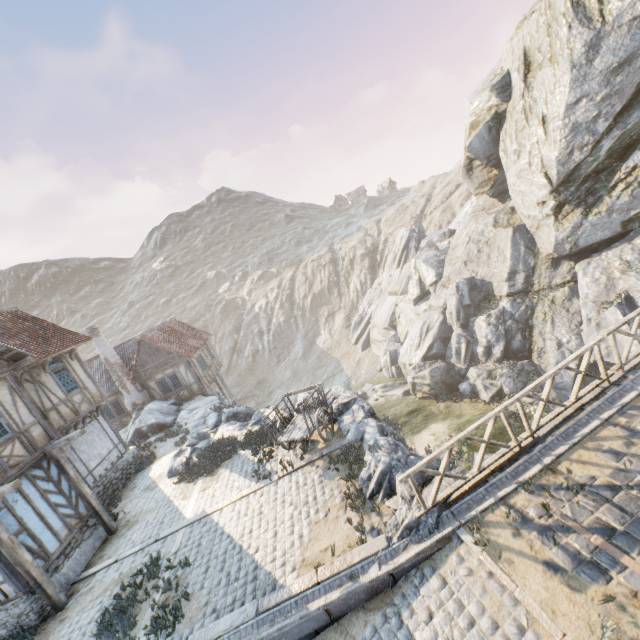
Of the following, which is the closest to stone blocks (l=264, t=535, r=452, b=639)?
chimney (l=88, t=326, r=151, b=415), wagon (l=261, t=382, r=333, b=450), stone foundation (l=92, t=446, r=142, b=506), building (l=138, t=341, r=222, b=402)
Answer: stone foundation (l=92, t=446, r=142, b=506)

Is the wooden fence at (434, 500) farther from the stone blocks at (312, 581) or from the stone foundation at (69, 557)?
the stone foundation at (69, 557)

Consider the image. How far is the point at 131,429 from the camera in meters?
20.4 m

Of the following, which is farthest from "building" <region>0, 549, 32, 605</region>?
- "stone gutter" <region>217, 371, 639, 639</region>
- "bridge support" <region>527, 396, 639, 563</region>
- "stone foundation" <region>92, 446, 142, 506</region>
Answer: "bridge support" <region>527, 396, 639, 563</region>

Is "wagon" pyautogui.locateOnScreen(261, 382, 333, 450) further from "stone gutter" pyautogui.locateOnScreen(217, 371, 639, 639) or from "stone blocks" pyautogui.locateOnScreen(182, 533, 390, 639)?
"stone blocks" pyautogui.locateOnScreen(182, 533, 390, 639)

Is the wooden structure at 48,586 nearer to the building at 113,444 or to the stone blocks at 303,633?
the building at 113,444

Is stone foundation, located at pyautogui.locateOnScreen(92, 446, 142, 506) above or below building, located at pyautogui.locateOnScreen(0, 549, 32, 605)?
below

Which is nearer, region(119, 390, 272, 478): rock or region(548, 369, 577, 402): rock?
region(119, 390, 272, 478): rock
